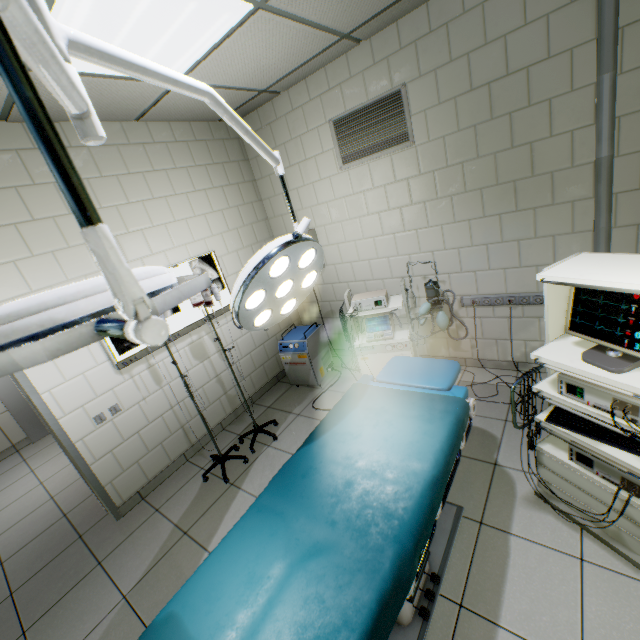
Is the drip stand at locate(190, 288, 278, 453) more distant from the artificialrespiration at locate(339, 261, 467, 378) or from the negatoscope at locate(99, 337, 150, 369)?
the artificialrespiration at locate(339, 261, 467, 378)

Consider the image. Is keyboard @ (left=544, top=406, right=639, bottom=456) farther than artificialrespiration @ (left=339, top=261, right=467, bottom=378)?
No

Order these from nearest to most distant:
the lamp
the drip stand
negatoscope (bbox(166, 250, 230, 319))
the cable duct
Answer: the lamp, the cable duct, the drip stand, negatoscope (bbox(166, 250, 230, 319))

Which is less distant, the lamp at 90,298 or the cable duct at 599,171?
the lamp at 90,298

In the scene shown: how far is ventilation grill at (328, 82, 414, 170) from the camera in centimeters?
288cm

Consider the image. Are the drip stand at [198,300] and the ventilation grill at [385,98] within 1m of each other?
no

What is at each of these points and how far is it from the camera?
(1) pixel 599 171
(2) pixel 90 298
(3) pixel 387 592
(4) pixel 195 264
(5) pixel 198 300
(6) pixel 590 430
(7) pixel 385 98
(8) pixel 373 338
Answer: (1) cable duct, 2.30m
(2) lamp, 0.66m
(3) operating table, 1.10m
(4) negatoscope, 3.43m
(5) drip stand, 2.77m
(6) keyboard, 1.66m
(7) ventilation grill, 2.91m
(8) artificialrespiration, 3.26m

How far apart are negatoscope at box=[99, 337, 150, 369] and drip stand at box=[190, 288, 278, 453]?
0.36m
